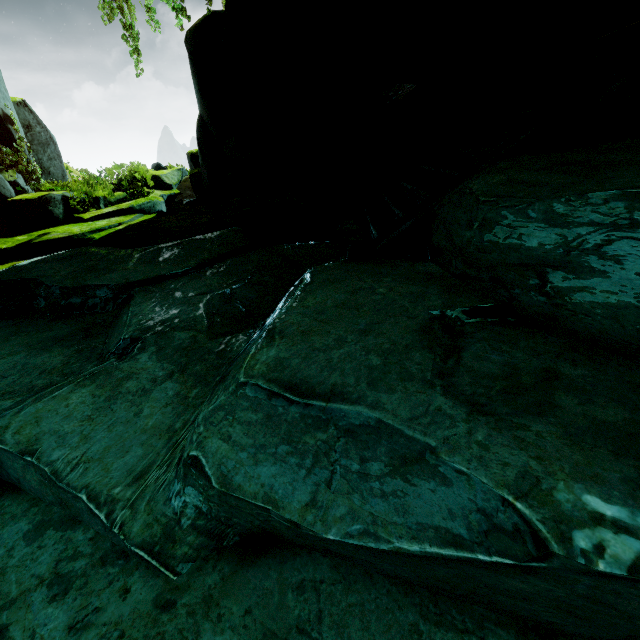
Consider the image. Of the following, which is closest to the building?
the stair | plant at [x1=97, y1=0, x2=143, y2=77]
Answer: the stair

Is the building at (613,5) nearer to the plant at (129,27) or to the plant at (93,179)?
the plant at (129,27)

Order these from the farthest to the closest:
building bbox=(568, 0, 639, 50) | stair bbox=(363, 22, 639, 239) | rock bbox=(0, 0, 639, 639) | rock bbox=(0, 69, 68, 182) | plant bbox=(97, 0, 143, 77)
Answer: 1. plant bbox=(97, 0, 143, 77)
2. rock bbox=(0, 69, 68, 182)
3. building bbox=(568, 0, 639, 50)
4. stair bbox=(363, 22, 639, 239)
5. rock bbox=(0, 0, 639, 639)

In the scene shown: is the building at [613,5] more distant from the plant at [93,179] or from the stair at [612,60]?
the plant at [93,179]

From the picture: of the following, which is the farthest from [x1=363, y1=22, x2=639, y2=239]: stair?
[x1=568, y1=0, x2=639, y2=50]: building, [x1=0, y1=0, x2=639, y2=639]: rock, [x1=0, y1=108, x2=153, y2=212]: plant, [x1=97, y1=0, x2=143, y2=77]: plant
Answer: [x1=0, y1=108, x2=153, y2=212]: plant

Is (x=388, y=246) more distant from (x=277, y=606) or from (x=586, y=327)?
(x=277, y=606)

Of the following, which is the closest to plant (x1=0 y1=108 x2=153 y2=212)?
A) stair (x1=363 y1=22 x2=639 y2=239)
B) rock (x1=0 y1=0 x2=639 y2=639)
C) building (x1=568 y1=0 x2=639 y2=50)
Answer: rock (x1=0 y1=0 x2=639 y2=639)

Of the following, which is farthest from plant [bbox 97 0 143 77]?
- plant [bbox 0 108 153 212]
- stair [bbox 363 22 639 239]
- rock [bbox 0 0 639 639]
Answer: stair [bbox 363 22 639 239]
